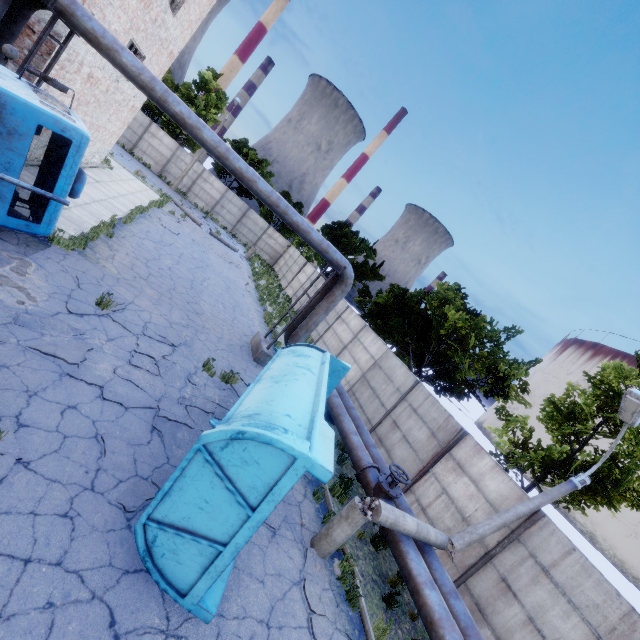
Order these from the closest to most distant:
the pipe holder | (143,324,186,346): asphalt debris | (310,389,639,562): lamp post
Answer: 1. (310,389,639,562): lamp post
2. (143,324,186,346): asphalt debris
3. the pipe holder

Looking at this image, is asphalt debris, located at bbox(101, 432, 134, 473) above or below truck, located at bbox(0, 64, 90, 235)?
below

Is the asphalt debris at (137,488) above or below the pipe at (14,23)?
below

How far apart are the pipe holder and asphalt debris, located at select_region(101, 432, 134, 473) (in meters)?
6.54

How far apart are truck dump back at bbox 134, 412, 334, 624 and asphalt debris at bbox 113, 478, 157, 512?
0.5 meters

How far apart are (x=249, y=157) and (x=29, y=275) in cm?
3567

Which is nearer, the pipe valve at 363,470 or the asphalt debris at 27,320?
the asphalt debris at 27,320

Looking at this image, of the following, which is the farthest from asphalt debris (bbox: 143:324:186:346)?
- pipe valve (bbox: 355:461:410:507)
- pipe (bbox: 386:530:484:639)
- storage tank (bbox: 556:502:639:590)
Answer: storage tank (bbox: 556:502:639:590)
